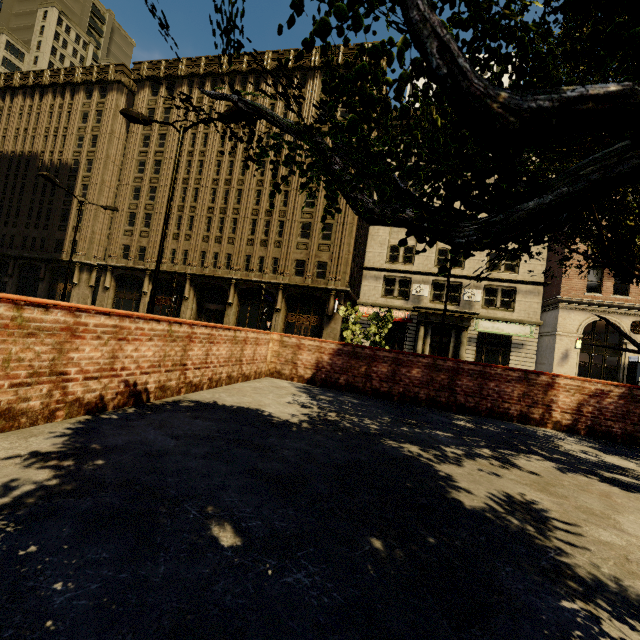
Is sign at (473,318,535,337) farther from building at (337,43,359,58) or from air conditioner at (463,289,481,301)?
air conditioner at (463,289,481,301)

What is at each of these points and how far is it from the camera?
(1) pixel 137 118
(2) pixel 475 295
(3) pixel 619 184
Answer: (1) street light, 10.79m
(2) air conditioner, 25.55m
(3) tree, 0.92m

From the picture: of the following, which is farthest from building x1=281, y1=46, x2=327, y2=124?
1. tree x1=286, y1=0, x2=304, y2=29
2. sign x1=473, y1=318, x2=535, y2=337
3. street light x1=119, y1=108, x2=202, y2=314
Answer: tree x1=286, y1=0, x2=304, y2=29

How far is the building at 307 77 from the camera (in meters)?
30.88

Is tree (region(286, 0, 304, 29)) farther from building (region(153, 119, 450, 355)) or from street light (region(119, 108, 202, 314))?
building (region(153, 119, 450, 355))

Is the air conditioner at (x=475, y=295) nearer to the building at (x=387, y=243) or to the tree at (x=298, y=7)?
the building at (x=387, y=243)

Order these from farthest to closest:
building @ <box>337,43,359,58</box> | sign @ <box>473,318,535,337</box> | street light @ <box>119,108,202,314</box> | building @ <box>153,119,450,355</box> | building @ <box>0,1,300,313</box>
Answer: building @ <box>0,1,300,313</box> → building @ <box>337,43,359,58</box> → building @ <box>153,119,450,355</box> → sign @ <box>473,318,535,337</box> → street light @ <box>119,108,202,314</box>

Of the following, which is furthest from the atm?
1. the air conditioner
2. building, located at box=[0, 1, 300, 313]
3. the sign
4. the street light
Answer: the street light
